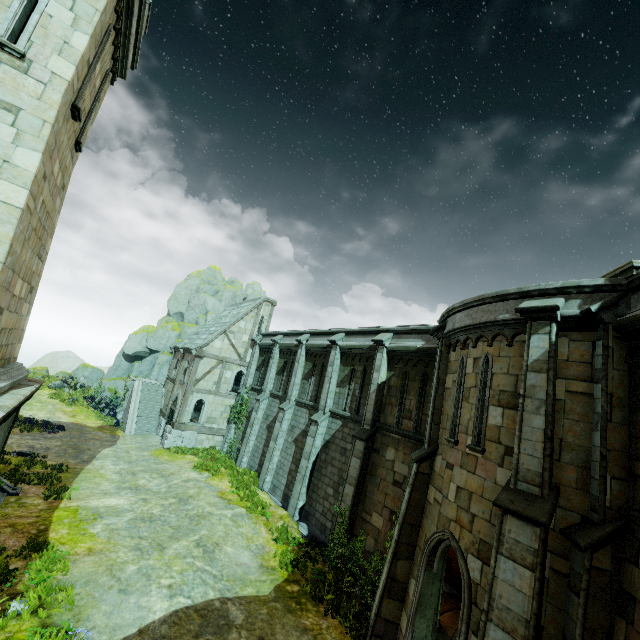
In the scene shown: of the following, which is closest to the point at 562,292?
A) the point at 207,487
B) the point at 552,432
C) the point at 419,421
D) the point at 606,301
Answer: the point at 606,301

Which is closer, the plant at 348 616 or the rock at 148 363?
the plant at 348 616

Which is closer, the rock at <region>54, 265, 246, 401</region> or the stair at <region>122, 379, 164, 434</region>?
the stair at <region>122, 379, 164, 434</region>

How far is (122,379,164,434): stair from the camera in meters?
26.4

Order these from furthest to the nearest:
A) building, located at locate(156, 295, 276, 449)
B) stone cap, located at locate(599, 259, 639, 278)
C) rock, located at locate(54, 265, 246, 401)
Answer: rock, located at locate(54, 265, 246, 401), building, located at locate(156, 295, 276, 449), stone cap, located at locate(599, 259, 639, 278)

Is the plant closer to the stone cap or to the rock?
the stone cap

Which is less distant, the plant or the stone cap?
the stone cap

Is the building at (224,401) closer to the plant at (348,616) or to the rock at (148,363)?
the rock at (148,363)
